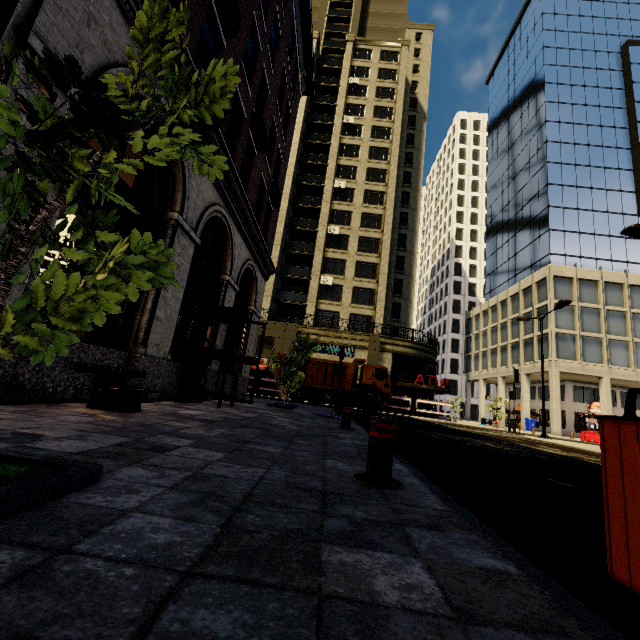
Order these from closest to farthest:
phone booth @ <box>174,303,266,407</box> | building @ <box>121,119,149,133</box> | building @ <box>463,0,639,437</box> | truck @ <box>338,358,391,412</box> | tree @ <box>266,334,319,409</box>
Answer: building @ <box>121,119,149,133</box>
phone booth @ <box>174,303,266,407</box>
tree @ <box>266,334,319,409</box>
truck @ <box>338,358,391,412</box>
building @ <box>463,0,639,437</box>

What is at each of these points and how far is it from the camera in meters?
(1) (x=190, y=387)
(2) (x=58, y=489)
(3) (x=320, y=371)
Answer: (1) phone booth, 8.7
(2) tree, 1.6
(3) truck, 21.8

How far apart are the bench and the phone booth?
2.4m

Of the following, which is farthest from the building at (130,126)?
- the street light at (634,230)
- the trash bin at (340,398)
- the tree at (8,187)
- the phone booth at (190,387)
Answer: the street light at (634,230)

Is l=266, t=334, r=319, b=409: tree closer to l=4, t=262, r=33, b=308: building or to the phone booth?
l=4, t=262, r=33, b=308: building

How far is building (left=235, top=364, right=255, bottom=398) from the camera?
14.50m

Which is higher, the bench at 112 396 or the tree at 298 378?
the tree at 298 378

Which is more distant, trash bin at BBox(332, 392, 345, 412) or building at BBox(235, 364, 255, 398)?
building at BBox(235, 364, 255, 398)
